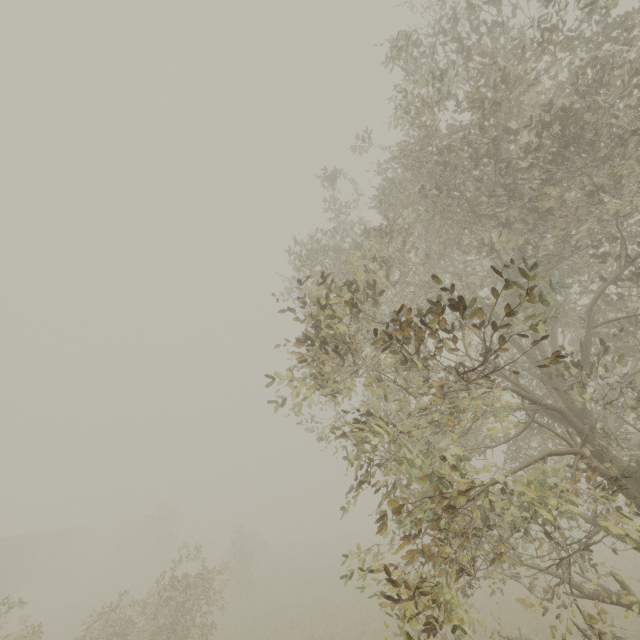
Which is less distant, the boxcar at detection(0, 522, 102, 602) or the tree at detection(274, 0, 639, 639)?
the tree at detection(274, 0, 639, 639)

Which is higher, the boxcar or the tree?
the tree

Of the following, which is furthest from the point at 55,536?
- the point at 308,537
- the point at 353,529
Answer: the point at 353,529

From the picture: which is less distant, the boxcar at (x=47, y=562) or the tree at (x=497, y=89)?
the tree at (x=497, y=89)

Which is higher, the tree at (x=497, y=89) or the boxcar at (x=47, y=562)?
the tree at (x=497, y=89)
